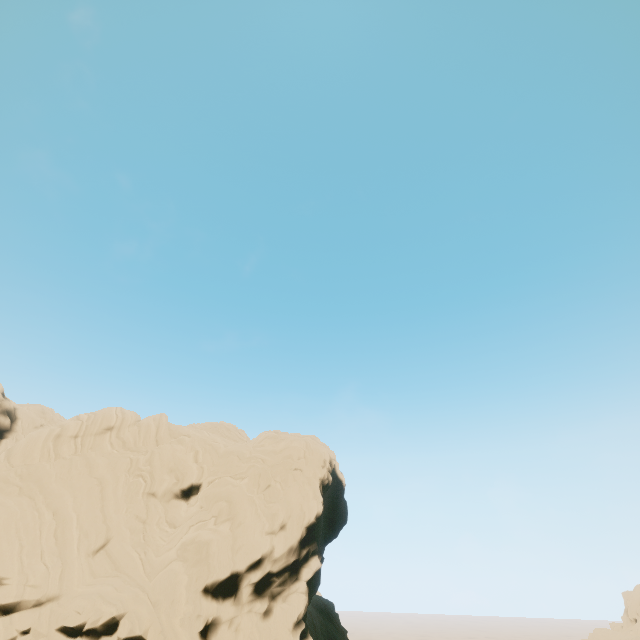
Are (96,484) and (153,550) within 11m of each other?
yes
